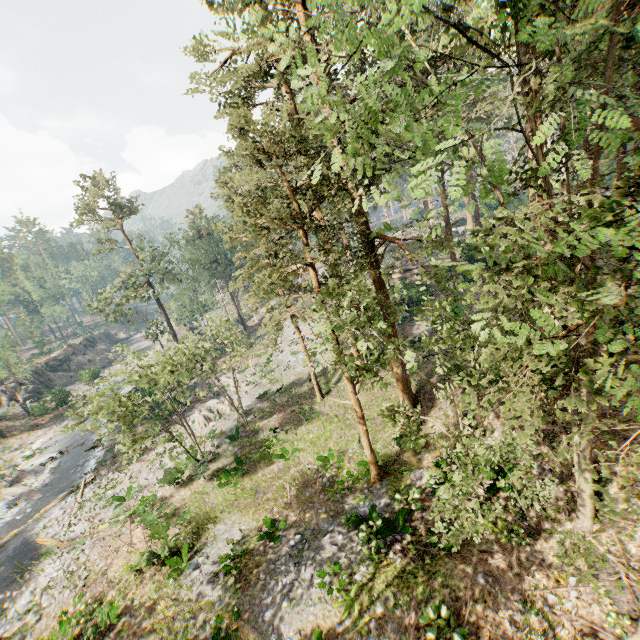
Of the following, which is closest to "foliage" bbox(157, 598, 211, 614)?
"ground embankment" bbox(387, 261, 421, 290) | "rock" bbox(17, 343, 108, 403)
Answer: "ground embankment" bbox(387, 261, 421, 290)

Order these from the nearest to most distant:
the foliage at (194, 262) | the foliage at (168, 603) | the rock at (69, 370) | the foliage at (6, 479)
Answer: the foliage at (194, 262)
the foliage at (168, 603)
the foliage at (6, 479)
the rock at (69, 370)

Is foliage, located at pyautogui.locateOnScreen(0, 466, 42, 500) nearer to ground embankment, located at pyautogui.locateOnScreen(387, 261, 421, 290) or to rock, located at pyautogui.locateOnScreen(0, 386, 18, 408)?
ground embankment, located at pyautogui.locateOnScreen(387, 261, 421, 290)

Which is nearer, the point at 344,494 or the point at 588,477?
the point at 588,477

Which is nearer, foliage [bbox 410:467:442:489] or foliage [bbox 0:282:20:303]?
foliage [bbox 410:467:442:489]

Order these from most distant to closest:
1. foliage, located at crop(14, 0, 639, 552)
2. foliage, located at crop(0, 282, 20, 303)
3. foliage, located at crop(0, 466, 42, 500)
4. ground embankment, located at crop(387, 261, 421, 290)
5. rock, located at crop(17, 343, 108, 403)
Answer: foliage, located at crop(0, 282, 20, 303) → rock, located at crop(17, 343, 108, 403) → ground embankment, located at crop(387, 261, 421, 290) → foliage, located at crop(0, 466, 42, 500) → foliage, located at crop(14, 0, 639, 552)

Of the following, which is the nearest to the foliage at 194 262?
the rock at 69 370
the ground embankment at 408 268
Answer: the ground embankment at 408 268
